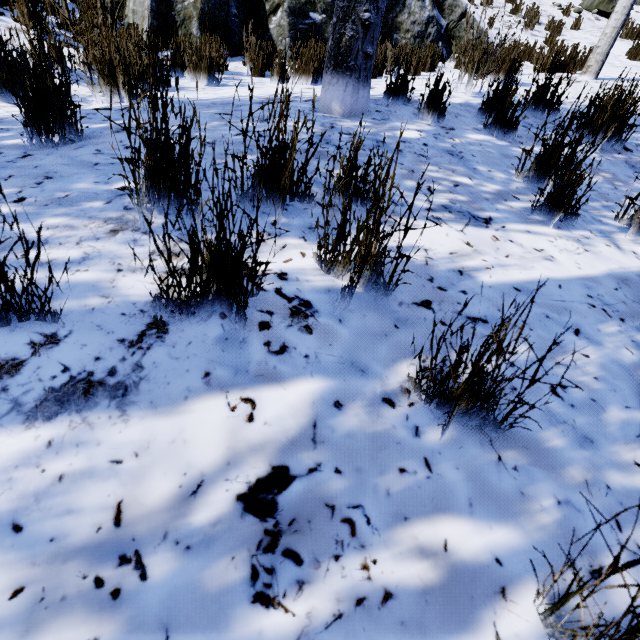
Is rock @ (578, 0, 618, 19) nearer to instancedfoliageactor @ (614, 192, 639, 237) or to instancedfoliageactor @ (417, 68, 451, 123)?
instancedfoliageactor @ (614, 192, 639, 237)

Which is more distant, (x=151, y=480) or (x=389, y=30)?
(x=389, y=30)

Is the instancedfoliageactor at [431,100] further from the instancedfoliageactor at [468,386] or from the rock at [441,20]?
Result: the rock at [441,20]

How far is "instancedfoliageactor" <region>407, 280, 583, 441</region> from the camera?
0.7 meters

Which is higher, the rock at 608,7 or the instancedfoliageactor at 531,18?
the rock at 608,7

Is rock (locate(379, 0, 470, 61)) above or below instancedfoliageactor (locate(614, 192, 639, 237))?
above

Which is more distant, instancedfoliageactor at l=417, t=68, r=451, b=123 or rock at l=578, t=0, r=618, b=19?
rock at l=578, t=0, r=618, b=19

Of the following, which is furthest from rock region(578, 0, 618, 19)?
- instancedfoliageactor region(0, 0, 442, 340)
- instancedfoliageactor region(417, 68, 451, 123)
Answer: instancedfoliageactor region(417, 68, 451, 123)
